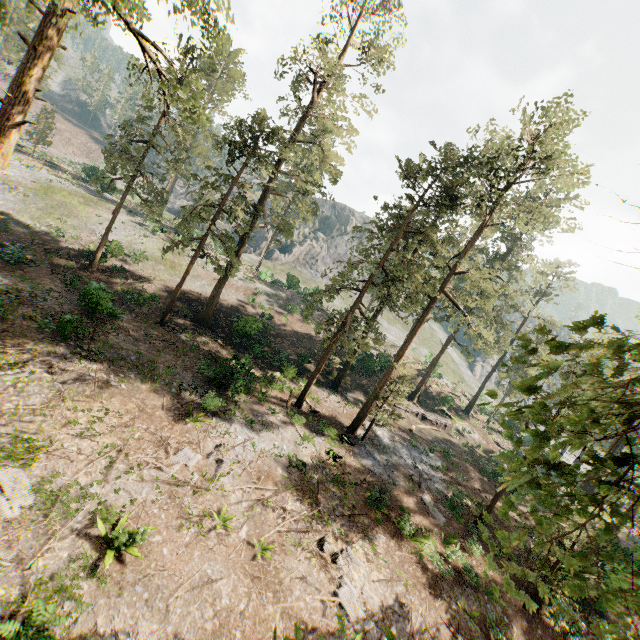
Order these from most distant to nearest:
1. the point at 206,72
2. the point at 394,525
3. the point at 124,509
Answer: the point at 206,72 → the point at 394,525 → the point at 124,509

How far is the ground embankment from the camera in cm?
3669

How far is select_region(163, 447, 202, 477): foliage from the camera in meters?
14.1 m

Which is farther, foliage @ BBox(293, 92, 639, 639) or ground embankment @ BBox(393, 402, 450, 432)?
ground embankment @ BBox(393, 402, 450, 432)

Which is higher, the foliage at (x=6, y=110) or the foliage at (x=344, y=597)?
the foliage at (x=6, y=110)

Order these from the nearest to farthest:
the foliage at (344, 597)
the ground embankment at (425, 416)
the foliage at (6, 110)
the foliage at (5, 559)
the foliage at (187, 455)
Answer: the foliage at (344, 597), the foliage at (5, 559), the foliage at (6, 110), the foliage at (187, 455), the ground embankment at (425, 416)

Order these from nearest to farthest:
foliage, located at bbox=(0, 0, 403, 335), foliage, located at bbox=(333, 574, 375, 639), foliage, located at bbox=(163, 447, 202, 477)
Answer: foliage, located at bbox=(333, 574, 375, 639) < foliage, located at bbox=(0, 0, 403, 335) < foliage, located at bbox=(163, 447, 202, 477)
